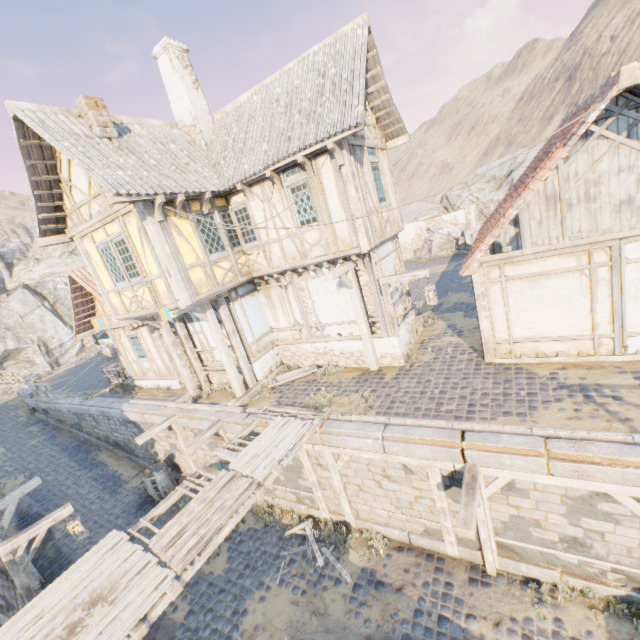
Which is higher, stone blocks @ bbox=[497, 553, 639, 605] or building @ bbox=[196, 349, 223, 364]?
building @ bbox=[196, 349, 223, 364]

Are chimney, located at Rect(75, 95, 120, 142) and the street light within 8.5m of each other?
no

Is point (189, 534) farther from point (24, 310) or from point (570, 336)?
point (24, 310)

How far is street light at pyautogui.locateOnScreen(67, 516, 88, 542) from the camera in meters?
8.8 m

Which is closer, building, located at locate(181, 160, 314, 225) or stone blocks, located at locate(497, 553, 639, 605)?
stone blocks, located at locate(497, 553, 639, 605)

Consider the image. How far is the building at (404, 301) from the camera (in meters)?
11.33

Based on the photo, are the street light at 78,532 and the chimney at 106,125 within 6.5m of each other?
no

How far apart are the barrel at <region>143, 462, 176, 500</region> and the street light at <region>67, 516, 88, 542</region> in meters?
3.3
